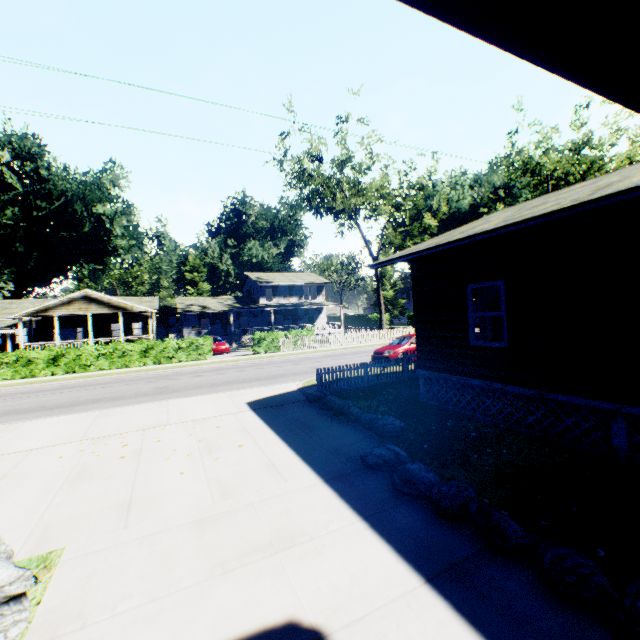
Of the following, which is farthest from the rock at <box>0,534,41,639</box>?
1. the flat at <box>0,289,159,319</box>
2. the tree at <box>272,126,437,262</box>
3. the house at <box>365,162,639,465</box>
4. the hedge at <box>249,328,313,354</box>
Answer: the tree at <box>272,126,437,262</box>

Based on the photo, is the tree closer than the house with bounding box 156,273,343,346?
Yes

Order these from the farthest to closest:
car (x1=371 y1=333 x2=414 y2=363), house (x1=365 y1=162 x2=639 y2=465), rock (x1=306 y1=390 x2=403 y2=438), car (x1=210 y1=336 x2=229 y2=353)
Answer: car (x1=210 y1=336 x2=229 y2=353), car (x1=371 y1=333 x2=414 y2=363), rock (x1=306 y1=390 x2=403 y2=438), house (x1=365 y1=162 x2=639 y2=465)

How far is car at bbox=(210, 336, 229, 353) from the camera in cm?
2845

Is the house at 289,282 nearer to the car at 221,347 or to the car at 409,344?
the car at 221,347

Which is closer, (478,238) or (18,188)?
(478,238)

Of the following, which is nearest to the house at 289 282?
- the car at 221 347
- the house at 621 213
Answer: the car at 221 347

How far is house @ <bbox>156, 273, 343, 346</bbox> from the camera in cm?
4084
